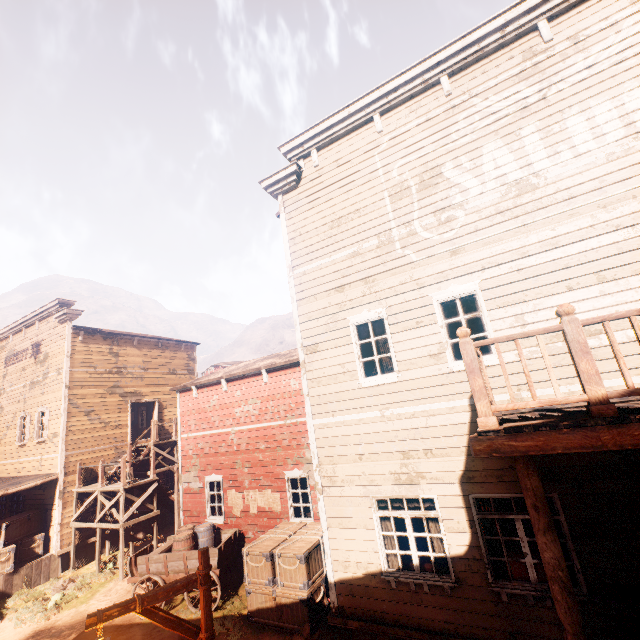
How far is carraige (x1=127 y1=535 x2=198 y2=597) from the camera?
9.9 meters

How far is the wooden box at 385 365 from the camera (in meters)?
7.71

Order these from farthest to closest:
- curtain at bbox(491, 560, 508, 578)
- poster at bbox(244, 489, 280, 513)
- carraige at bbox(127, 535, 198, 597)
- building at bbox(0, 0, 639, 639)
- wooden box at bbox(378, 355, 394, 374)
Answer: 1. poster at bbox(244, 489, 280, 513)
2. carraige at bbox(127, 535, 198, 597)
3. wooden box at bbox(378, 355, 394, 374)
4. curtain at bbox(491, 560, 508, 578)
5. building at bbox(0, 0, 639, 639)

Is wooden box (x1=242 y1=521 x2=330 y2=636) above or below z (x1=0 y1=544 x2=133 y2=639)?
above

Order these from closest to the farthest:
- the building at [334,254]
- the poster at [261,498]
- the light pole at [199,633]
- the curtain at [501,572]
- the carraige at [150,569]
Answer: the light pole at [199,633]
the building at [334,254]
the curtain at [501,572]
the carraige at [150,569]
the poster at [261,498]

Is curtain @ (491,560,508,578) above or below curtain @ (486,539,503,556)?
below

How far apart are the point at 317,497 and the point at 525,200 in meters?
7.8 m

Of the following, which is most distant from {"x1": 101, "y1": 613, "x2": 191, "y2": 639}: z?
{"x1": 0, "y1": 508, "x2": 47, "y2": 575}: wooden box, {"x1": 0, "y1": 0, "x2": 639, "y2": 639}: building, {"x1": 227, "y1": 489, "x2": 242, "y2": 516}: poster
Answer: {"x1": 227, "y1": 489, "x2": 242, "y2": 516}: poster
